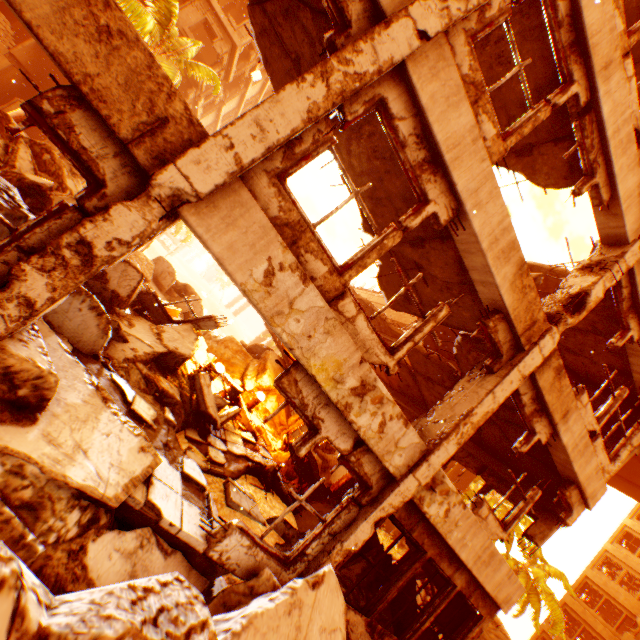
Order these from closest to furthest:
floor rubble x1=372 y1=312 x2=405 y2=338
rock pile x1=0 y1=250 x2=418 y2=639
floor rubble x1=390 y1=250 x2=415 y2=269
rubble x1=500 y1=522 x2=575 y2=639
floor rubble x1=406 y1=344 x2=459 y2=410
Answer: rock pile x1=0 y1=250 x2=418 y2=639, floor rubble x1=390 y1=250 x2=415 y2=269, floor rubble x1=406 y1=344 x2=459 y2=410, floor rubble x1=372 y1=312 x2=405 y2=338, rubble x1=500 y1=522 x2=575 y2=639

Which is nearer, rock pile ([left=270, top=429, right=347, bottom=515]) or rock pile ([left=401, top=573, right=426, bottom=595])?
rock pile ([left=401, top=573, right=426, bottom=595])

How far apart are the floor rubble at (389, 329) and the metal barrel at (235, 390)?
9.6 meters

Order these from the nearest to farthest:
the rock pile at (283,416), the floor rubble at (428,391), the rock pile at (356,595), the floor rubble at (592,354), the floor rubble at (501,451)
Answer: the rock pile at (356,595) < the floor rubble at (592,354) < the floor rubble at (501,451) < the floor rubble at (428,391) < the rock pile at (283,416)

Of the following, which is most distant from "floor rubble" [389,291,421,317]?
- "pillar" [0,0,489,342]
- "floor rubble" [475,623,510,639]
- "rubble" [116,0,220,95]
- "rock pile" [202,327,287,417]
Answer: "rubble" [116,0,220,95]

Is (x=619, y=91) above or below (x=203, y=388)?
above

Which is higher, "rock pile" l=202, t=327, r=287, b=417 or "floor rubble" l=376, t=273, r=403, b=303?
"floor rubble" l=376, t=273, r=403, b=303

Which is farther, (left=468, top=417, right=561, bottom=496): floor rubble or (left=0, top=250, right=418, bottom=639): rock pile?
(left=468, top=417, right=561, bottom=496): floor rubble
